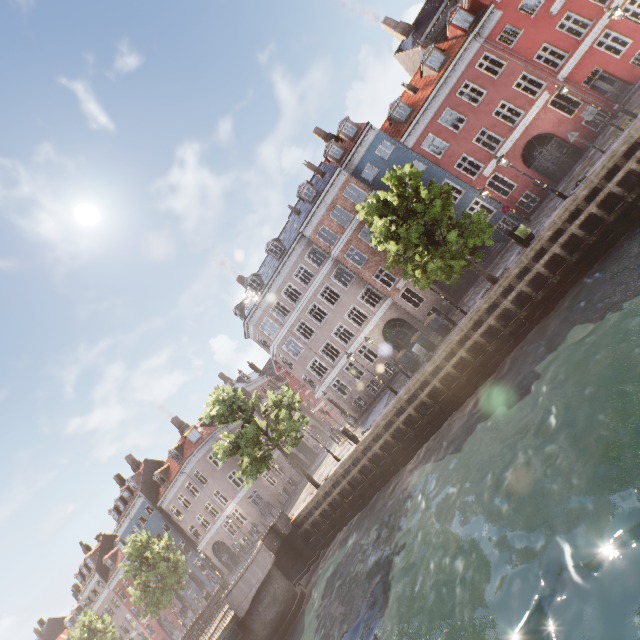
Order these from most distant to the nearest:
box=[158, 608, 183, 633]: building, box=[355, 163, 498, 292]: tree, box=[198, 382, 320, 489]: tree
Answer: box=[158, 608, 183, 633]: building, box=[198, 382, 320, 489]: tree, box=[355, 163, 498, 292]: tree

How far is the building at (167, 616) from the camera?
38.6 meters

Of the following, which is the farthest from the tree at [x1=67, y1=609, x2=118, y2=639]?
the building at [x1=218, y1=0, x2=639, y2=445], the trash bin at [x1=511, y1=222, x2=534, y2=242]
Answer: the building at [x1=218, y1=0, x2=639, y2=445]

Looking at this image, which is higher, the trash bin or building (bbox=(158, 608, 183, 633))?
building (bbox=(158, 608, 183, 633))

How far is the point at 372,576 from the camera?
11.7m

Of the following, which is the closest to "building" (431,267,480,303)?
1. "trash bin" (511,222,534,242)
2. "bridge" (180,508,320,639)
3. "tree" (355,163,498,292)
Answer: "tree" (355,163,498,292)

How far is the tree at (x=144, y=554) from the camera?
24.4m
